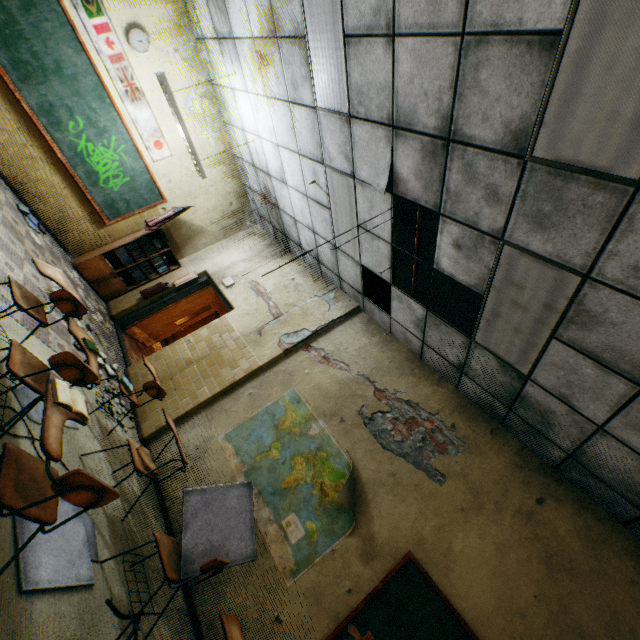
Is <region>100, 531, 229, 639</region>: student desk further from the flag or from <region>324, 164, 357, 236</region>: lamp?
the flag

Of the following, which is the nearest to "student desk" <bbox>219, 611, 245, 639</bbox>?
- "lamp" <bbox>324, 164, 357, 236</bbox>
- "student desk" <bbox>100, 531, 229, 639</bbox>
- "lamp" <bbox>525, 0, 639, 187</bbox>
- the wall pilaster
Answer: "student desk" <bbox>100, 531, 229, 639</bbox>

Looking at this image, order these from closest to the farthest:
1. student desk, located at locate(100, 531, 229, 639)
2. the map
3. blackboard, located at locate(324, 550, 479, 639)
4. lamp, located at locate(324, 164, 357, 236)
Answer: student desk, located at locate(100, 531, 229, 639) < blackboard, located at locate(324, 550, 479, 639) < the map < lamp, located at locate(324, 164, 357, 236)

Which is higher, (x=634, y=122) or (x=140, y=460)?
(x=634, y=122)

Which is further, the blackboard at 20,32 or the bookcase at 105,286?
the bookcase at 105,286

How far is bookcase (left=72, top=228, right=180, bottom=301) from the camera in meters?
6.5 m

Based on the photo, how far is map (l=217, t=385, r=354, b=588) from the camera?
3.5m

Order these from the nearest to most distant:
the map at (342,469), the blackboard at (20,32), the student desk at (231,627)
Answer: the student desk at (231,627) → the map at (342,469) → the blackboard at (20,32)
